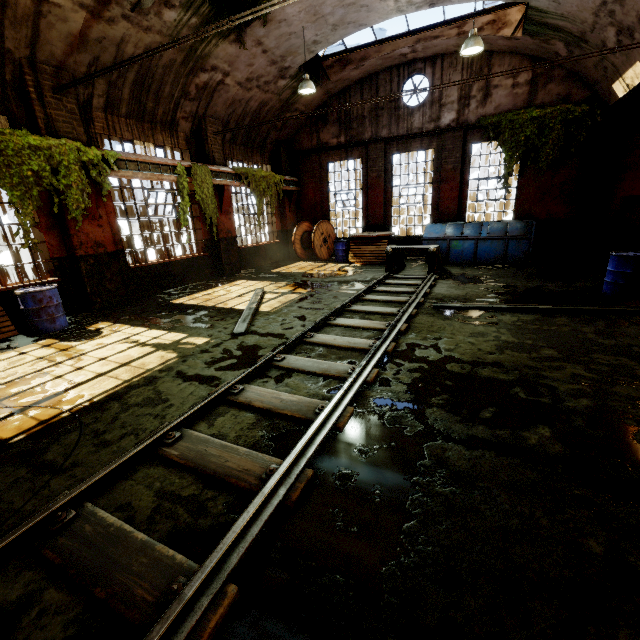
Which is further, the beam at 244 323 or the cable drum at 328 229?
the cable drum at 328 229

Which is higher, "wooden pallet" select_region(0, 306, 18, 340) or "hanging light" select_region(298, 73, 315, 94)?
"hanging light" select_region(298, 73, 315, 94)

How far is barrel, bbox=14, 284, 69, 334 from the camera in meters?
6.7 m

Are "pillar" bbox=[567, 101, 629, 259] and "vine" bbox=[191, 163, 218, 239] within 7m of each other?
A: no

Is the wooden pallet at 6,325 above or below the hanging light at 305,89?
below

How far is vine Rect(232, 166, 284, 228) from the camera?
12.6 meters

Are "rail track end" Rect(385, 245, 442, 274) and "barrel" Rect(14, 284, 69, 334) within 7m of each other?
no

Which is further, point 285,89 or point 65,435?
point 285,89
